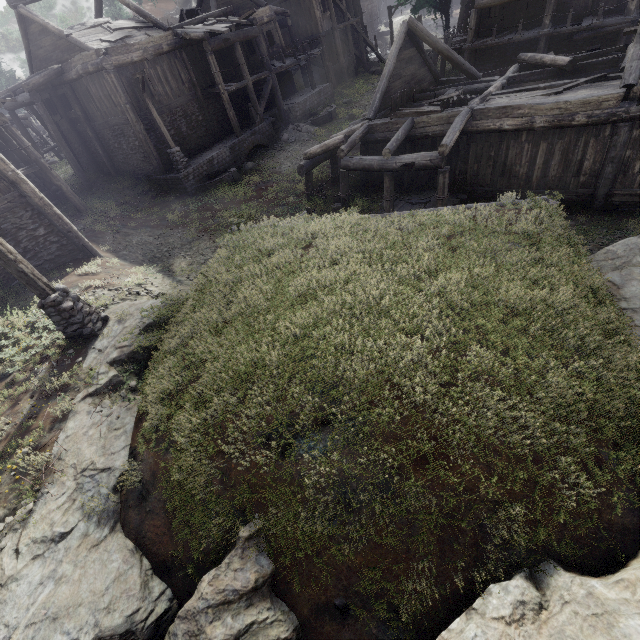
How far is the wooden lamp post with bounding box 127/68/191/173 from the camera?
15.6m

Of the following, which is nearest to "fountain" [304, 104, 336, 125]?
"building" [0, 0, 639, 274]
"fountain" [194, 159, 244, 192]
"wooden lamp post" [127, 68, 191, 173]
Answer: "building" [0, 0, 639, 274]

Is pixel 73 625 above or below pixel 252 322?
below

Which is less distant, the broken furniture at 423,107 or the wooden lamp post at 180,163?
the broken furniture at 423,107

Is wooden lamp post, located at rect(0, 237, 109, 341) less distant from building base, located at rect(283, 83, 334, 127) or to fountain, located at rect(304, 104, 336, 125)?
building base, located at rect(283, 83, 334, 127)

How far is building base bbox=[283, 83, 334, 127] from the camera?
23.9m

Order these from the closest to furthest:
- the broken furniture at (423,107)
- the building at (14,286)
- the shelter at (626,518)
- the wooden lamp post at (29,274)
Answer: the shelter at (626,518), the wooden lamp post at (29,274), the building at (14,286), the broken furniture at (423,107)

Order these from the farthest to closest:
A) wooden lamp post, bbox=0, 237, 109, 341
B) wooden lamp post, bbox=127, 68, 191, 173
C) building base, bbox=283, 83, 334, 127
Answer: building base, bbox=283, 83, 334, 127 < wooden lamp post, bbox=127, 68, 191, 173 < wooden lamp post, bbox=0, 237, 109, 341
